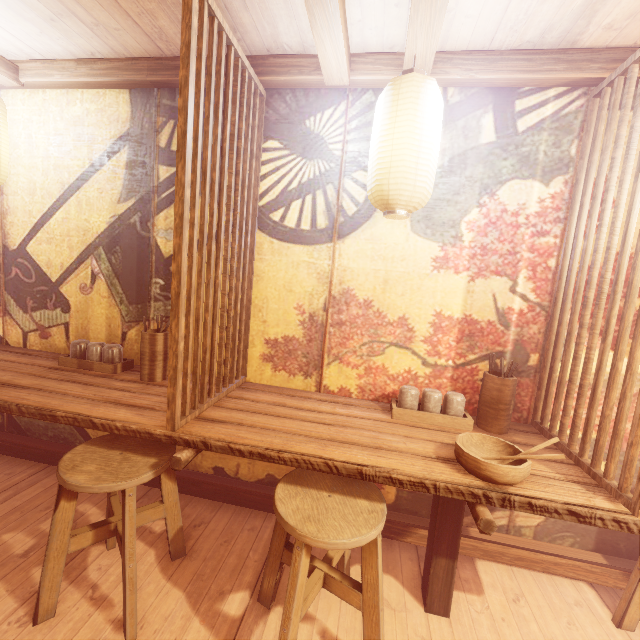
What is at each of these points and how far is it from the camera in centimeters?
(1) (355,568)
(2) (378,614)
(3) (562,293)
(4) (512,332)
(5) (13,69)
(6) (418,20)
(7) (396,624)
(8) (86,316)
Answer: (1) building, 343cm
(2) chair, 237cm
(3) wood partition, 338cm
(4) building, 354cm
(5) wood bar, 399cm
(6) wood bar, 253cm
(7) building, 289cm
(8) building, 446cm

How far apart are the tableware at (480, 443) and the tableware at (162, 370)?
3.3 meters

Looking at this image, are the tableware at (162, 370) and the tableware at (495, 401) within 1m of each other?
no

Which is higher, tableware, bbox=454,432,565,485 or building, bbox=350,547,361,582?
tableware, bbox=454,432,565,485

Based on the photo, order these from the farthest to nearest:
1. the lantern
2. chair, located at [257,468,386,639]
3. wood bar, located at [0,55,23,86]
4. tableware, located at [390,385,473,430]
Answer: wood bar, located at [0,55,23,86], tableware, located at [390,385,473,430], the lantern, chair, located at [257,468,386,639]

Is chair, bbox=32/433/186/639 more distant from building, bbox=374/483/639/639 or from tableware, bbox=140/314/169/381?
tableware, bbox=140/314/169/381

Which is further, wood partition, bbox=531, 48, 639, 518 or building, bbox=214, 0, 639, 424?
building, bbox=214, 0, 639, 424

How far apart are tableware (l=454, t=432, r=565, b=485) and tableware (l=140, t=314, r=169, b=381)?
3.3 meters
